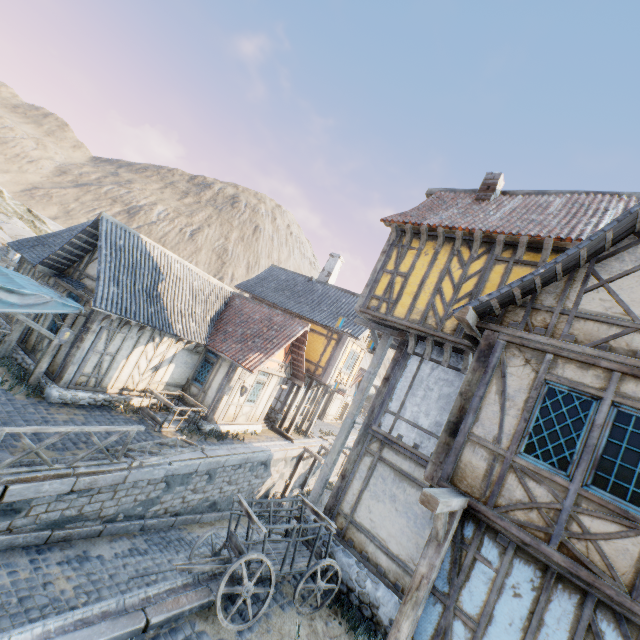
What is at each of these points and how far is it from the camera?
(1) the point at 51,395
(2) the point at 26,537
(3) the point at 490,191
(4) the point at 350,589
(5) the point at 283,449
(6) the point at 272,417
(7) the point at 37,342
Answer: (1) stone foundation, 10.43m
(2) stone blocks, 7.18m
(3) chimney, 10.64m
(4) stone foundation, 7.77m
(5) stone blocks, 16.58m
(6) stone foundation, 19.38m
(7) building, 12.14m

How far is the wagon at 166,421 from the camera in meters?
12.1 m

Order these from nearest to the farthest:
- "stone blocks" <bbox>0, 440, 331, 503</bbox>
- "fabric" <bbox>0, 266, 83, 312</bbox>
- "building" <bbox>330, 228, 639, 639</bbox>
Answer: "building" <bbox>330, 228, 639, 639</bbox> < "stone blocks" <bbox>0, 440, 331, 503</bbox> < "fabric" <bbox>0, 266, 83, 312</bbox>

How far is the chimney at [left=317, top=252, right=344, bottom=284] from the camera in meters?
23.0 m

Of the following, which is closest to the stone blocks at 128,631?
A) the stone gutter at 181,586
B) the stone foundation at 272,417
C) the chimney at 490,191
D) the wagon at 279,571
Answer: the stone gutter at 181,586

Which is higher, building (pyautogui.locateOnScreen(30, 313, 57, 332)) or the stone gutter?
building (pyautogui.locateOnScreen(30, 313, 57, 332))

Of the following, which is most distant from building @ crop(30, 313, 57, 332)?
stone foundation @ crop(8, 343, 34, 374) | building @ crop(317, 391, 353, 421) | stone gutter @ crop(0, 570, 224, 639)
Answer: building @ crop(317, 391, 353, 421)

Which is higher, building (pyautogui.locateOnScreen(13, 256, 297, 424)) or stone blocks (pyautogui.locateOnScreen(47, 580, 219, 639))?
building (pyautogui.locateOnScreen(13, 256, 297, 424))
